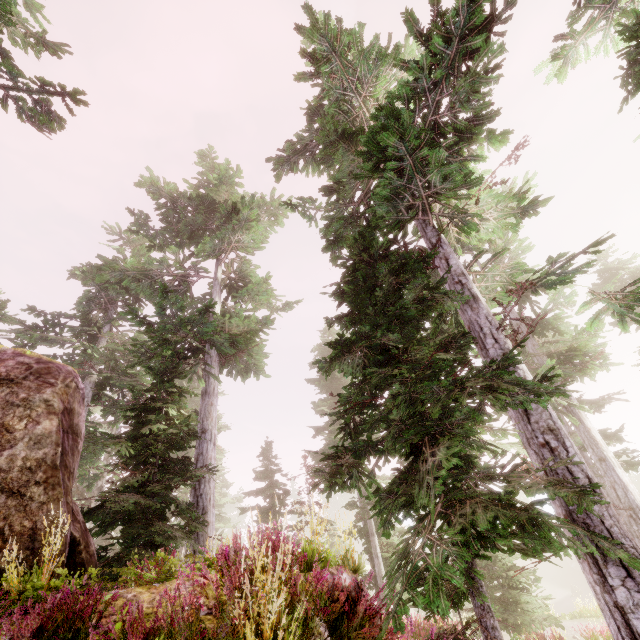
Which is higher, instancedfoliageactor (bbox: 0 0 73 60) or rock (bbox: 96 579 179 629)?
instancedfoliageactor (bbox: 0 0 73 60)

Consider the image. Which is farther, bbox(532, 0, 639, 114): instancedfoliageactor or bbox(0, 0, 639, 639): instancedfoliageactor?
bbox(532, 0, 639, 114): instancedfoliageactor

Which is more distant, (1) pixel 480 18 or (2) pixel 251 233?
(2) pixel 251 233

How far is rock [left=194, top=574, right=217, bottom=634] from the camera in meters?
3.4

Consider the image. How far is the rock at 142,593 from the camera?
3.5 meters

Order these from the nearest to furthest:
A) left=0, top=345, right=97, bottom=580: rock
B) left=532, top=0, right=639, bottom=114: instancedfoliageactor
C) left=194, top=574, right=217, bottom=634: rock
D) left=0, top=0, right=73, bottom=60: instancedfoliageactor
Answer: left=194, top=574, right=217, bottom=634: rock → left=0, top=345, right=97, bottom=580: rock → left=0, top=0, right=73, bottom=60: instancedfoliageactor → left=532, top=0, right=639, bottom=114: instancedfoliageactor
